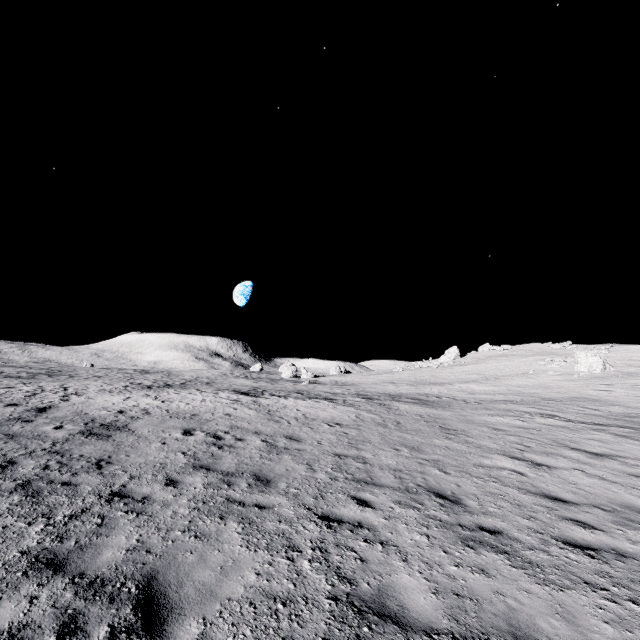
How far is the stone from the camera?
54.57m

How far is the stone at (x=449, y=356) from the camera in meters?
54.6

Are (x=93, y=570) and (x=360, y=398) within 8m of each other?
no
